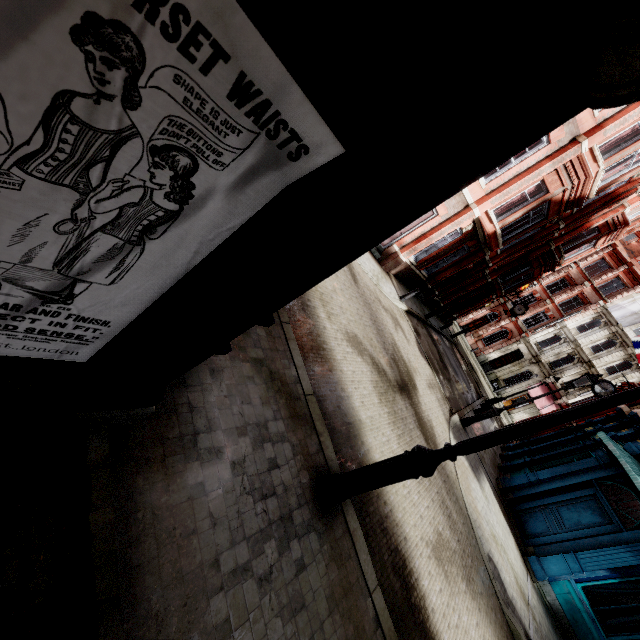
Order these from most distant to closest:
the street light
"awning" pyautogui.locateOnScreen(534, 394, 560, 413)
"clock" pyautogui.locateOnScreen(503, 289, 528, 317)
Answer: "awning" pyautogui.locateOnScreen(534, 394, 560, 413), "clock" pyautogui.locateOnScreen(503, 289, 528, 317), the street light

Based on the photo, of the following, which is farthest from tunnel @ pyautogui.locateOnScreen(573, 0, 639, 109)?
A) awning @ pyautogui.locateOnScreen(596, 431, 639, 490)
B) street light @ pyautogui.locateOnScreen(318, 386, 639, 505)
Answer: awning @ pyautogui.locateOnScreen(596, 431, 639, 490)

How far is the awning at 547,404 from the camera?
34.53m

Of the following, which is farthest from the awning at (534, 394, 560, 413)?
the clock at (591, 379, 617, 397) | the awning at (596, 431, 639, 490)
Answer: the awning at (596, 431, 639, 490)

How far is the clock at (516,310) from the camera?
26.8m

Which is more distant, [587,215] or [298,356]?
[587,215]

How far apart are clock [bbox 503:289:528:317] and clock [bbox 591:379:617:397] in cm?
1018

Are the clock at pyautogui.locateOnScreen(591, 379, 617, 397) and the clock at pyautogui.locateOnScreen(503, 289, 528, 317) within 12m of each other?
yes
